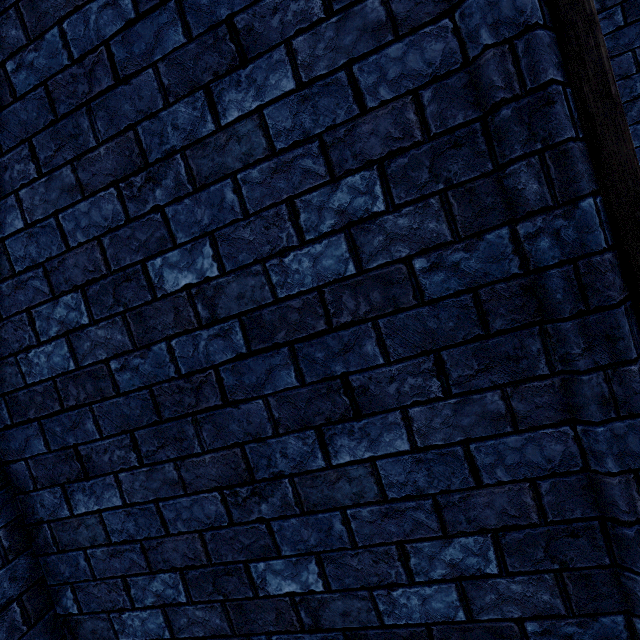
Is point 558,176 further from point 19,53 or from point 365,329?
point 19,53
